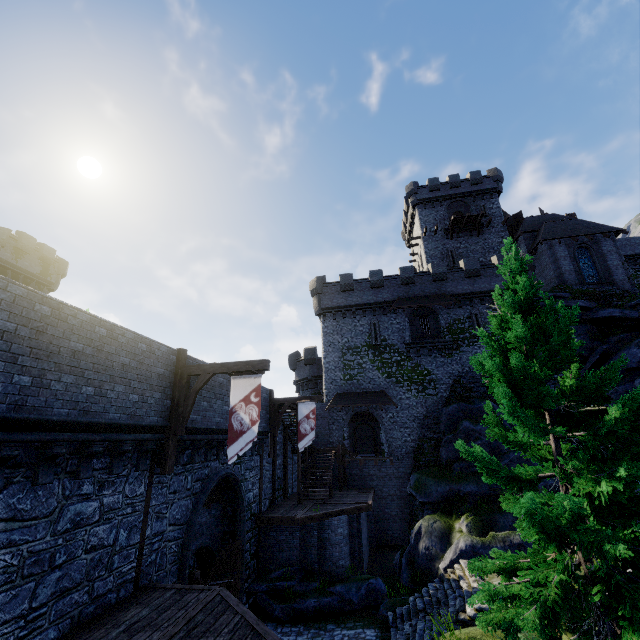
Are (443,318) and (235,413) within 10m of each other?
no

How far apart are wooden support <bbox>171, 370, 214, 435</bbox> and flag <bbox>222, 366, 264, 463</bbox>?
0.3m

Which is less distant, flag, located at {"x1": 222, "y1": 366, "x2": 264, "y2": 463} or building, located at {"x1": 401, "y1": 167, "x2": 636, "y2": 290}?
flag, located at {"x1": 222, "y1": 366, "x2": 264, "y2": 463}

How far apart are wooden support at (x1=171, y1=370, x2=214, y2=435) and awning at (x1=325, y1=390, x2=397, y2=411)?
18.92m

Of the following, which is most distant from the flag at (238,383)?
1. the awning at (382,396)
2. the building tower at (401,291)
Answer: the building tower at (401,291)

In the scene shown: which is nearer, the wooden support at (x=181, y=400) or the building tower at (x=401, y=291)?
the wooden support at (x=181, y=400)

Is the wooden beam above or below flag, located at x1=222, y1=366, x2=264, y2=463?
above

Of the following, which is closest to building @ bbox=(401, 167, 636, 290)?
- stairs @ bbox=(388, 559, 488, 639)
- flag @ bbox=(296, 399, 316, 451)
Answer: flag @ bbox=(296, 399, 316, 451)
